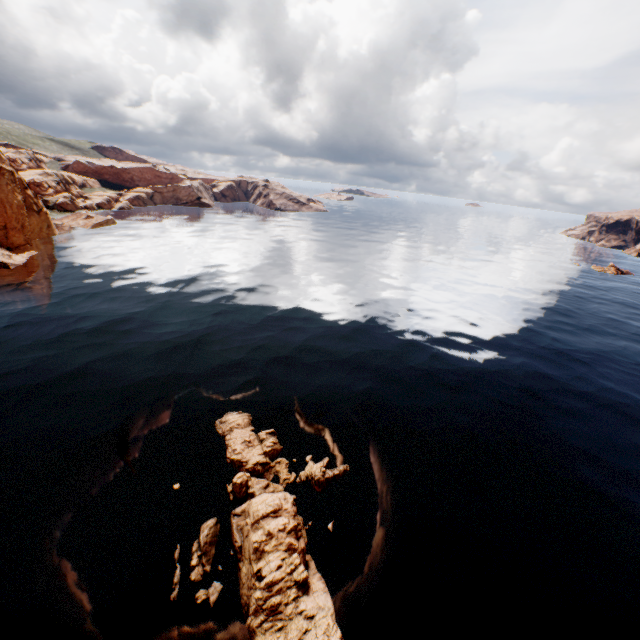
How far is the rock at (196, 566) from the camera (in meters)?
14.47

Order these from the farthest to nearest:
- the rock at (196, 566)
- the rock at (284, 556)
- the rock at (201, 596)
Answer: the rock at (196, 566) → the rock at (201, 596) → the rock at (284, 556)

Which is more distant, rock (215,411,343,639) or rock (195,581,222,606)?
rock (195,581,222,606)

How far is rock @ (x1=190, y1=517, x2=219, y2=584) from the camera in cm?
1447

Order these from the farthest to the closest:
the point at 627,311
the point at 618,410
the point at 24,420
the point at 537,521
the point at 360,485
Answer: the point at 627,311
the point at 618,410
the point at 24,420
the point at 360,485
the point at 537,521
